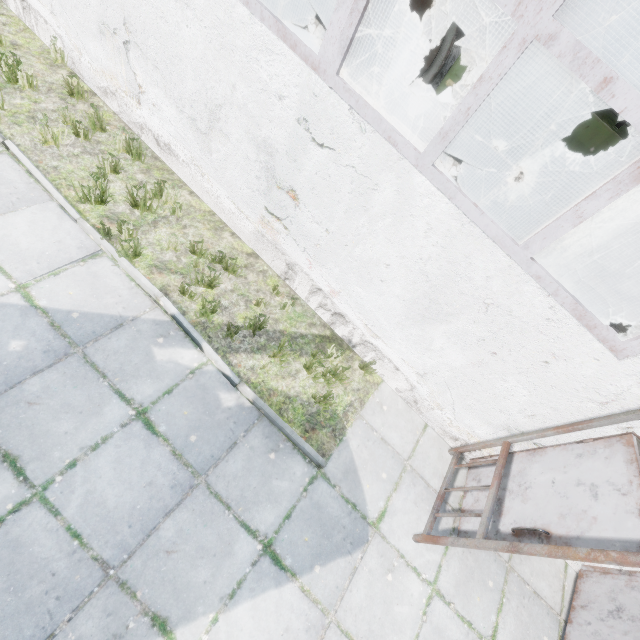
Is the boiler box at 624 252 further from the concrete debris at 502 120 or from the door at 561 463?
the door at 561 463

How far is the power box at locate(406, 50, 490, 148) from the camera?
7.6 meters

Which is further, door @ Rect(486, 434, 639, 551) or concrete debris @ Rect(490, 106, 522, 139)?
concrete debris @ Rect(490, 106, 522, 139)

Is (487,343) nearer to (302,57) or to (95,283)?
(302,57)

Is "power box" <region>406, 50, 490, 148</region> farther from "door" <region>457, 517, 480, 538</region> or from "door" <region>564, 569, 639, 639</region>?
"door" <region>564, 569, 639, 639</region>

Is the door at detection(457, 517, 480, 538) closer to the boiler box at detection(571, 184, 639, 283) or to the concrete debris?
the boiler box at detection(571, 184, 639, 283)

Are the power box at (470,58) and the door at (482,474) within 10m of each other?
yes

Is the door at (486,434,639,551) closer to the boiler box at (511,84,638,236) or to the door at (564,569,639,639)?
the door at (564,569,639,639)
